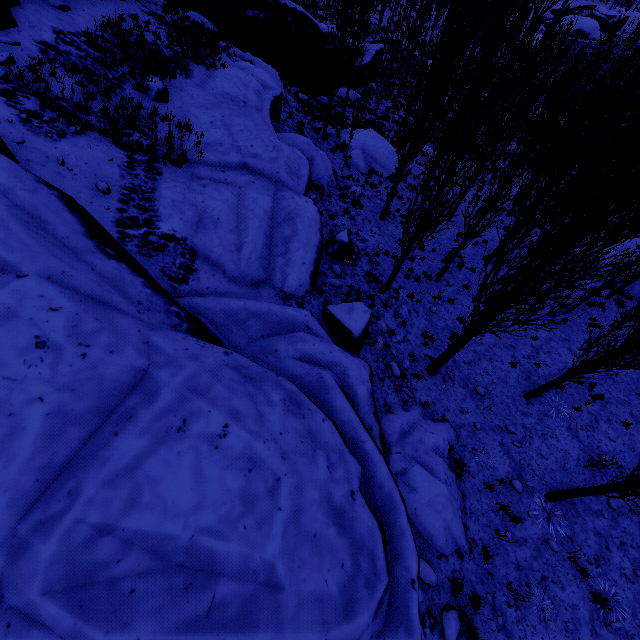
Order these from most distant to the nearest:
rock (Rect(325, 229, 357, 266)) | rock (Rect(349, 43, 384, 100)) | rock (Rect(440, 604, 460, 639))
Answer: rock (Rect(349, 43, 384, 100)), rock (Rect(325, 229, 357, 266)), rock (Rect(440, 604, 460, 639))

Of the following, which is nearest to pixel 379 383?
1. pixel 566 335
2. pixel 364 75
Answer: pixel 566 335

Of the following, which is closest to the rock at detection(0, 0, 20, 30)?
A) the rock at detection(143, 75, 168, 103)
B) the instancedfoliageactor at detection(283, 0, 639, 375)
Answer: the instancedfoliageactor at detection(283, 0, 639, 375)

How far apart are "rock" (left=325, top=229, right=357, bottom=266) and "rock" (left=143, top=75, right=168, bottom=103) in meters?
7.4 m

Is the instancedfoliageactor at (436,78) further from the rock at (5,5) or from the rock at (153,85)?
the rock at (153,85)

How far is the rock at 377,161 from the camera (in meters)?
21.17

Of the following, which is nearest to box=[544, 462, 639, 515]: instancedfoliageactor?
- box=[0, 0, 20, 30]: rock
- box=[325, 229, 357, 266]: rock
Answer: box=[0, 0, 20, 30]: rock
